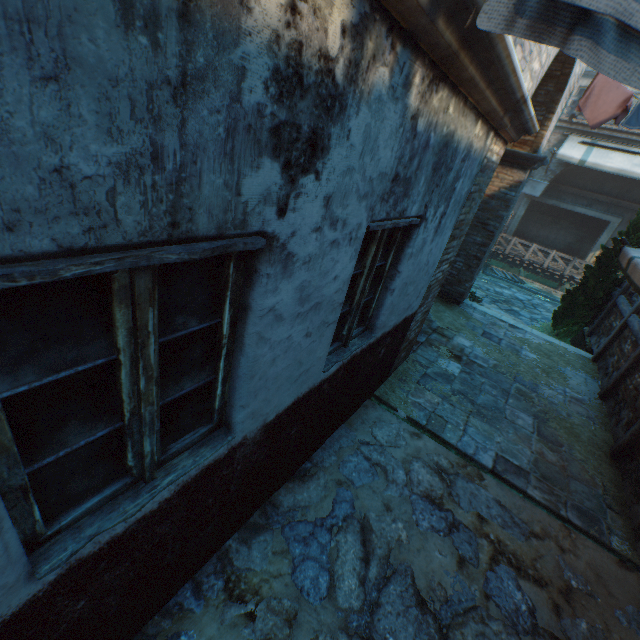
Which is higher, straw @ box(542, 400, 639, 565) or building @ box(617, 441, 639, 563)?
building @ box(617, 441, 639, 563)

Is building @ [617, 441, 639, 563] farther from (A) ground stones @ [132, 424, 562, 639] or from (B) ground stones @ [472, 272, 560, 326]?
(B) ground stones @ [472, 272, 560, 326]

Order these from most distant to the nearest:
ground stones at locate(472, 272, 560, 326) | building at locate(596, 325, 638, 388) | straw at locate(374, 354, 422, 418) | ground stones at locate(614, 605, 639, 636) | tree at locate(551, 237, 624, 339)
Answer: ground stones at locate(472, 272, 560, 326) → tree at locate(551, 237, 624, 339) → building at locate(596, 325, 638, 388) → straw at locate(374, 354, 422, 418) → ground stones at locate(614, 605, 639, 636)

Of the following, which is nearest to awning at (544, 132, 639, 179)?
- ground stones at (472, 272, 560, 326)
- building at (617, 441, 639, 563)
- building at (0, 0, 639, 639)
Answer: building at (0, 0, 639, 639)

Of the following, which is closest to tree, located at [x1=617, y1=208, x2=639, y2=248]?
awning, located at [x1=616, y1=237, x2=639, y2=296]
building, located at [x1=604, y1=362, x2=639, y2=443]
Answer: awning, located at [x1=616, y1=237, x2=639, y2=296]

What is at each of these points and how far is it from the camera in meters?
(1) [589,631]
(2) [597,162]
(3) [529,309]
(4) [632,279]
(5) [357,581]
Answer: (1) ground stones, 2.9
(2) awning, 13.7
(3) ground stones, 13.8
(4) awning, 3.4
(5) ground stones, 2.8

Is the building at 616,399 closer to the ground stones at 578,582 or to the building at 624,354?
the building at 624,354

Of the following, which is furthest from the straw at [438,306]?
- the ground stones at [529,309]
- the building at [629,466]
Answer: the ground stones at [529,309]
